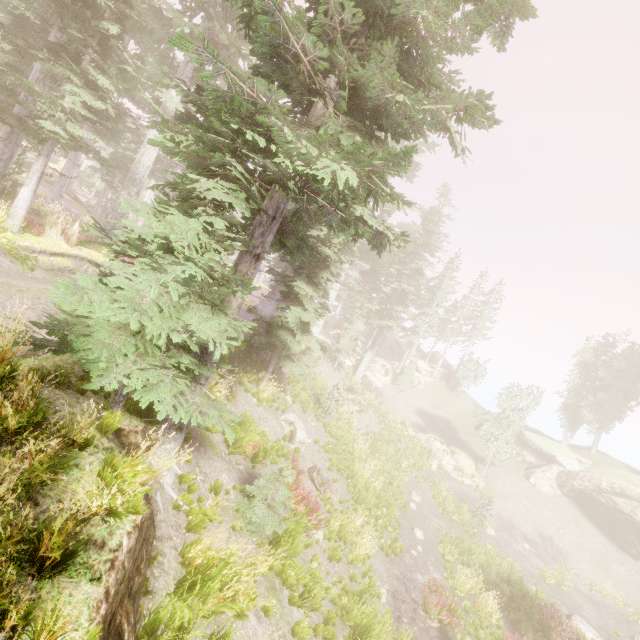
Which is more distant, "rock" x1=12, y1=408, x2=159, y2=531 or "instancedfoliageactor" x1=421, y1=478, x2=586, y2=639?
"instancedfoliageactor" x1=421, y1=478, x2=586, y2=639

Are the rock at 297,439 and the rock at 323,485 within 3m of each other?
yes

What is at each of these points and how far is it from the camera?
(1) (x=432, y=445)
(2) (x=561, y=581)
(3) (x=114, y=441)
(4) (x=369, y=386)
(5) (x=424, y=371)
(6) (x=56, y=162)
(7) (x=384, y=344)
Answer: (1) rock, 30.84m
(2) instancedfoliageactor, 20.44m
(3) rock, 5.29m
(4) rock, 35.38m
(5) rock, 46.50m
(6) rock, 55.78m
(7) rock, 50.25m

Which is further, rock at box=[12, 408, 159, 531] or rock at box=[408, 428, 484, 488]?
rock at box=[408, 428, 484, 488]

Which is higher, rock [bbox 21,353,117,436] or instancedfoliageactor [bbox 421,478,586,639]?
rock [bbox 21,353,117,436]

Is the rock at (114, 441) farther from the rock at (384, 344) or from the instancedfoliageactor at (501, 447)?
the rock at (384, 344)

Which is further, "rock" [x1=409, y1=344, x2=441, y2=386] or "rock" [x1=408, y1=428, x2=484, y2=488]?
"rock" [x1=409, y1=344, x2=441, y2=386]

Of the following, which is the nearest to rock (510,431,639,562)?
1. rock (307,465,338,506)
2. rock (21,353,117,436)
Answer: rock (307,465,338,506)
